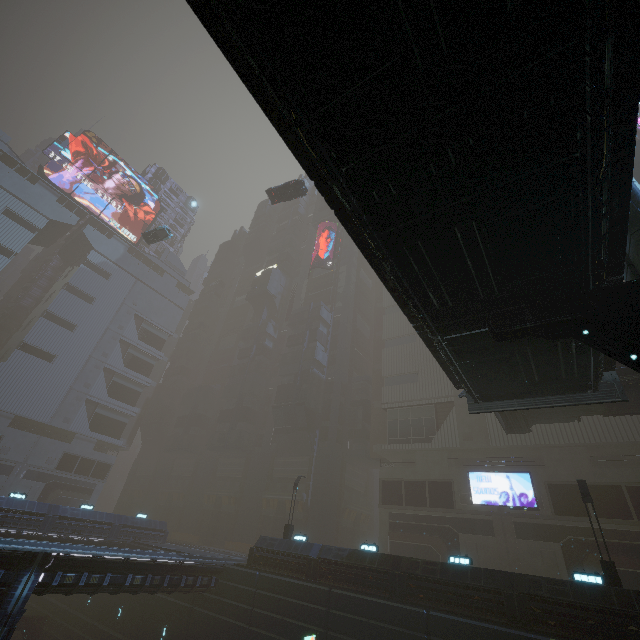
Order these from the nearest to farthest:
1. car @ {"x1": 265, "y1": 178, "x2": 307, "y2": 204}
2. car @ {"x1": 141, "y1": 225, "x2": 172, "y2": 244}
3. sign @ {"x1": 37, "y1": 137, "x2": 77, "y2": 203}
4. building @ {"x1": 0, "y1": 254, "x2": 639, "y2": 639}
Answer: building @ {"x1": 0, "y1": 254, "x2": 639, "y2": 639} → car @ {"x1": 265, "y1": 178, "x2": 307, "y2": 204} → car @ {"x1": 141, "y1": 225, "x2": 172, "y2": 244} → sign @ {"x1": 37, "y1": 137, "x2": 77, "y2": 203}

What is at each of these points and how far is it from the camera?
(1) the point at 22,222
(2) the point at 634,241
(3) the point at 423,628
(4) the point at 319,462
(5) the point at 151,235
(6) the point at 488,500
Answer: (1) building, 52.8m
(2) sm, 7.7m
(3) building, 16.3m
(4) building, 41.9m
(5) car, 40.7m
(6) sign, 29.8m

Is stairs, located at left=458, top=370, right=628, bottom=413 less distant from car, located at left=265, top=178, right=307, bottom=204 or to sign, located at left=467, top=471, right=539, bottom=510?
sign, located at left=467, top=471, right=539, bottom=510

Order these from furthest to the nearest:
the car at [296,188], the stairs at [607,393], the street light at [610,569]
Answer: the car at [296,188] → the street light at [610,569] → the stairs at [607,393]

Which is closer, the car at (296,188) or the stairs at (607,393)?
the stairs at (607,393)

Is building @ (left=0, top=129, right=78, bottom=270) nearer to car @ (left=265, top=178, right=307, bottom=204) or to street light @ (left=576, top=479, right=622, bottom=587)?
street light @ (left=576, top=479, right=622, bottom=587)

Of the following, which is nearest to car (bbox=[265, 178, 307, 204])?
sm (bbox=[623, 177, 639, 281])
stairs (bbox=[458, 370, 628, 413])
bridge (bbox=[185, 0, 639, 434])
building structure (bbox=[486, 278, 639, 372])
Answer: sm (bbox=[623, 177, 639, 281])

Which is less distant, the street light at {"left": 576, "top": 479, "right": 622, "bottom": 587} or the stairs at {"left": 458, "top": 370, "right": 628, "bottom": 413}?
the stairs at {"left": 458, "top": 370, "right": 628, "bottom": 413}
